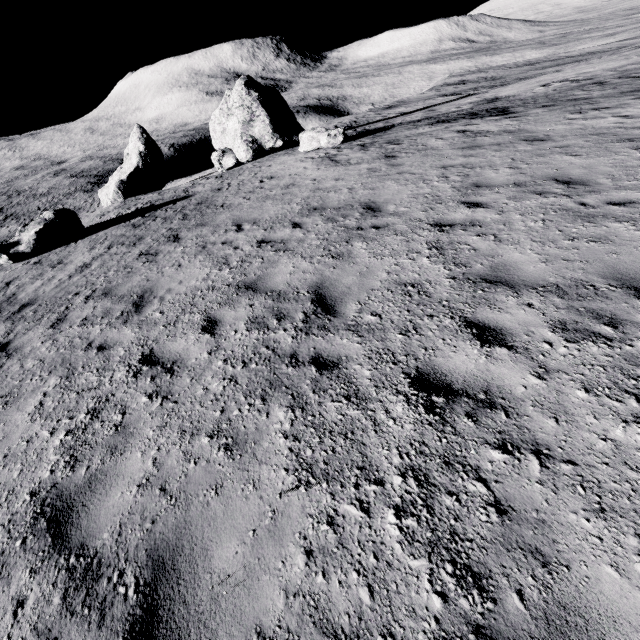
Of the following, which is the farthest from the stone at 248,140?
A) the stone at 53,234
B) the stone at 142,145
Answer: the stone at 53,234

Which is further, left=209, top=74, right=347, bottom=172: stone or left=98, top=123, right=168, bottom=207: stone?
left=98, top=123, right=168, bottom=207: stone

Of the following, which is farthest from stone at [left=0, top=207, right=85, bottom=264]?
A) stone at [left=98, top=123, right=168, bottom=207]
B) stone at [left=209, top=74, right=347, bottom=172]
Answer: stone at [left=98, top=123, right=168, bottom=207]

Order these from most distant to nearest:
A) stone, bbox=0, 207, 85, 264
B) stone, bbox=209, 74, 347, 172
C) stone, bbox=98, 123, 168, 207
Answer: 1. stone, bbox=98, 123, 168, 207
2. stone, bbox=209, 74, 347, 172
3. stone, bbox=0, 207, 85, 264

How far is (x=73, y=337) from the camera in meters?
6.2 m

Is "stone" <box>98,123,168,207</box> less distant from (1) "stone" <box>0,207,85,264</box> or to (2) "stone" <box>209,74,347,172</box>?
(2) "stone" <box>209,74,347,172</box>

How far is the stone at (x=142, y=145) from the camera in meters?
28.5
